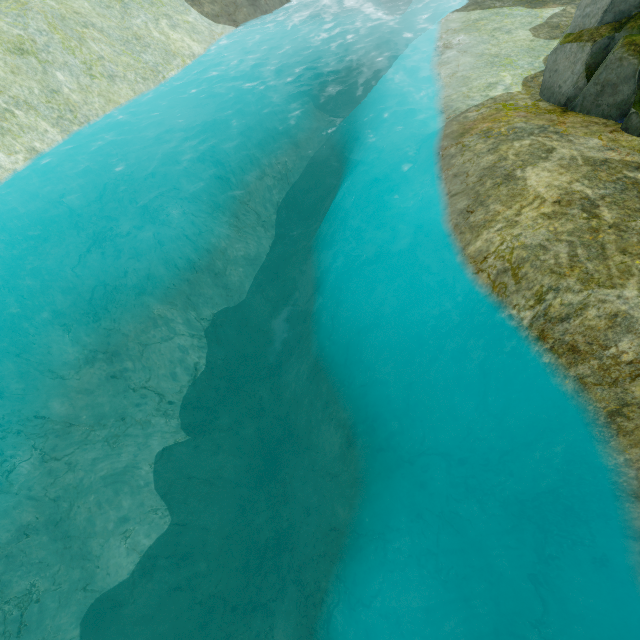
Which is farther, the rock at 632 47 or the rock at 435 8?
the rock at 435 8

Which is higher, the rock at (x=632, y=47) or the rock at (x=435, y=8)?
the rock at (x=632, y=47)

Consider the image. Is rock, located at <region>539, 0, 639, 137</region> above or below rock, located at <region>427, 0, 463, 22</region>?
above

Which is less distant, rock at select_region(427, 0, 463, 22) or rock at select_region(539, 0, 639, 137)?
rock at select_region(539, 0, 639, 137)

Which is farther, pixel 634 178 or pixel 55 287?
pixel 55 287
